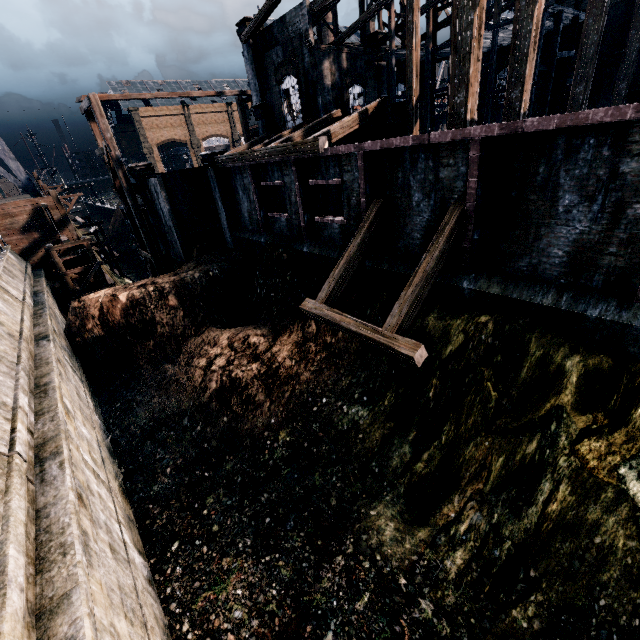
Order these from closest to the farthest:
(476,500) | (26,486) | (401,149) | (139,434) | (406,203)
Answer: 1. (26,486)
2. (476,500)
3. (401,149)
4. (406,203)
5. (139,434)

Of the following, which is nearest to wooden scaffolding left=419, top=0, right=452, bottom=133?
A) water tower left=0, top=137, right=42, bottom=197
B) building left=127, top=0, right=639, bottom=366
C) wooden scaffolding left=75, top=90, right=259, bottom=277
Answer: building left=127, top=0, right=639, bottom=366

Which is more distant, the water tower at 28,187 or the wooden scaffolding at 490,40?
the water tower at 28,187

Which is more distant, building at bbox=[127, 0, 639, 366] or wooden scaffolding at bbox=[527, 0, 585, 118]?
wooden scaffolding at bbox=[527, 0, 585, 118]

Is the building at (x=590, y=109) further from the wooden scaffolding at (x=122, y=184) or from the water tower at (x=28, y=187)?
the water tower at (x=28, y=187)

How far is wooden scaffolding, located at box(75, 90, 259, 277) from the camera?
21.8m

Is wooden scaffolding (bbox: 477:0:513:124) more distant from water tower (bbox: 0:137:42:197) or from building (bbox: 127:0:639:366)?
water tower (bbox: 0:137:42:197)
